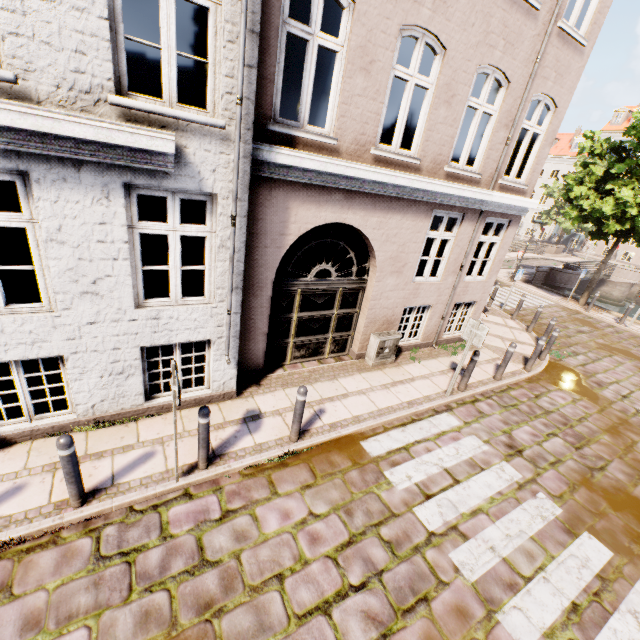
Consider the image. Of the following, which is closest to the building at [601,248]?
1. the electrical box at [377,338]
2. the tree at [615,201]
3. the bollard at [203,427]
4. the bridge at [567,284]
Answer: the tree at [615,201]

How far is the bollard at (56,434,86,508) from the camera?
3.5m

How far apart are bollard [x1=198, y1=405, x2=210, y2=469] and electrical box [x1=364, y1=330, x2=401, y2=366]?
4.5 meters

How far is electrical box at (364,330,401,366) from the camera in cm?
782

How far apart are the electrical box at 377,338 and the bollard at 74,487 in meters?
5.9 m

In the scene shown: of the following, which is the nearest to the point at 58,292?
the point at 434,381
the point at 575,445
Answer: the point at 434,381

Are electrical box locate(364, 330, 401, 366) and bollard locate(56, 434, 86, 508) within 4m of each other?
no

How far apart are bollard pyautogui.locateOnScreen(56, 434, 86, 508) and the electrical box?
5.9m
